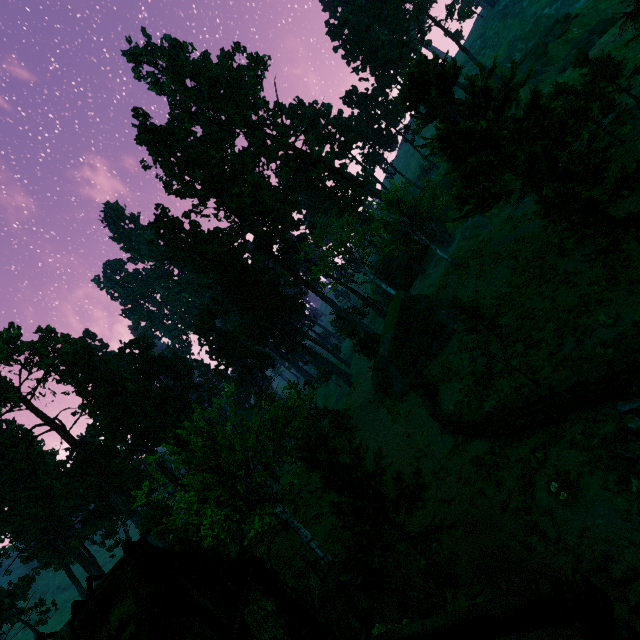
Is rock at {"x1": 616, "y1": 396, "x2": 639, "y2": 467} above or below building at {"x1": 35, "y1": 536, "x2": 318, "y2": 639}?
below

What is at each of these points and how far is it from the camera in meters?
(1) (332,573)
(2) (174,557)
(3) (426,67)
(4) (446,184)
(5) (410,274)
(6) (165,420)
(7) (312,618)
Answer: (1) hay bale, 9.3
(2) building, 10.7
(3) treerock, 16.8
(4) rock, 51.2
(5) rock, 54.8
(6) treerock, 41.0
(7) building, 13.0

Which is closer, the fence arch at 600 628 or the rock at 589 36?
the fence arch at 600 628

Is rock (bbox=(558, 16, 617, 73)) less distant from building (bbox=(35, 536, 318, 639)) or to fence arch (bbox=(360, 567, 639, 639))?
building (bbox=(35, 536, 318, 639))

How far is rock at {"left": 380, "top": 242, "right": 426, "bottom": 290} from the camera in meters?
52.9

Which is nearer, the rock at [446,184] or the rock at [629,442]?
the rock at [629,442]

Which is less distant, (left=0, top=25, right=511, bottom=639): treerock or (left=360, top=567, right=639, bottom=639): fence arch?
(left=360, top=567, right=639, bottom=639): fence arch

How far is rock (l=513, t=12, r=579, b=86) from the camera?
45.7 meters
